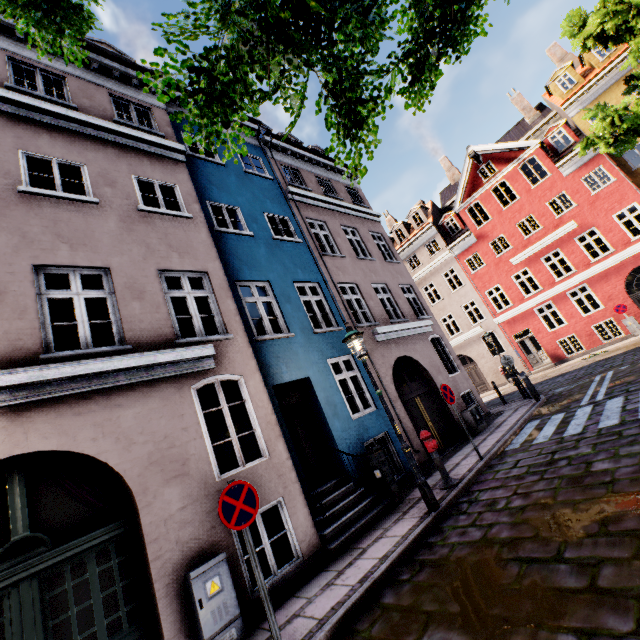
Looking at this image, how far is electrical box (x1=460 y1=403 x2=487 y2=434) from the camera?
11.07m

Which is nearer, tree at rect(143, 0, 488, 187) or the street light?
tree at rect(143, 0, 488, 187)

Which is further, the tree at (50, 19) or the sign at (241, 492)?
the sign at (241, 492)

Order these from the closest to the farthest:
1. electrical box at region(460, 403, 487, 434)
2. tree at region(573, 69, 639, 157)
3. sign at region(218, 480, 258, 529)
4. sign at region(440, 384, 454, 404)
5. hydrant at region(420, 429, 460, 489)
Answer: sign at region(218, 480, 258, 529) → hydrant at region(420, 429, 460, 489) → sign at region(440, 384, 454, 404) → tree at region(573, 69, 639, 157) → electrical box at region(460, 403, 487, 434)

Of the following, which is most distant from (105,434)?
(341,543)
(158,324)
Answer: (341,543)

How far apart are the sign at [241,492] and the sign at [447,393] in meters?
5.6 m

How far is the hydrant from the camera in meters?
6.9

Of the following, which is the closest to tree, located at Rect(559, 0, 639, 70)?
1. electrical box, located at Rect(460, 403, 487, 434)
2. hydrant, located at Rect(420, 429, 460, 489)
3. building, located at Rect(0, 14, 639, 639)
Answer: building, located at Rect(0, 14, 639, 639)
